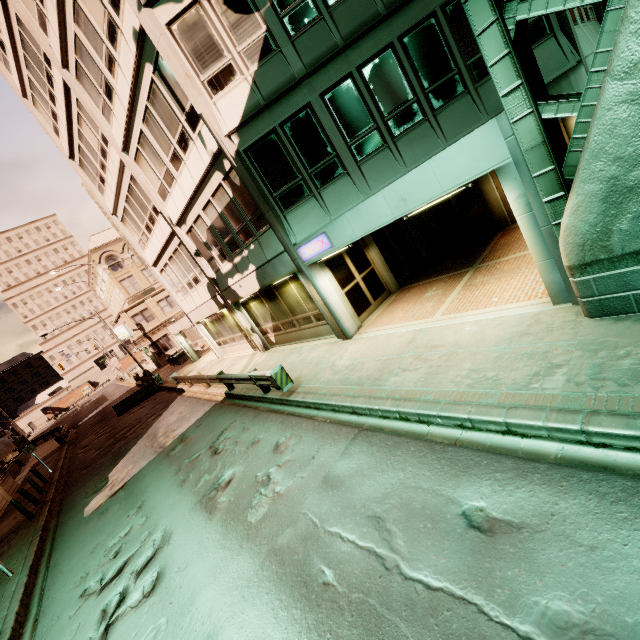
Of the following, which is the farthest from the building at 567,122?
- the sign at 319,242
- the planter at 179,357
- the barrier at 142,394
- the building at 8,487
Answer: the building at 8,487

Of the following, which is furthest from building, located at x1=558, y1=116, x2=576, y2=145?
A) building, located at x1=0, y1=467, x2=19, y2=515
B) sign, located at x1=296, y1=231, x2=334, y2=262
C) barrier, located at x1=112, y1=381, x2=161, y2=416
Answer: building, located at x1=0, y1=467, x2=19, y2=515

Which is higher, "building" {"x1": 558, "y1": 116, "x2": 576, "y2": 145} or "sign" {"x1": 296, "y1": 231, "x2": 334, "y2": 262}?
"sign" {"x1": 296, "y1": 231, "x2": 334, "y2": 262}

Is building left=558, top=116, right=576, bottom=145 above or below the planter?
above

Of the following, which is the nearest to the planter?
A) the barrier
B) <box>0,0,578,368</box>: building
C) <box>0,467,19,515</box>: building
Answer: <box>0,0,578,368</box>: building

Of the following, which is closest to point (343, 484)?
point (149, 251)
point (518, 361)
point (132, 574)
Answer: point (518, 361)

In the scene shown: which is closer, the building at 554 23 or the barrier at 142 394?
the building at 554 23
